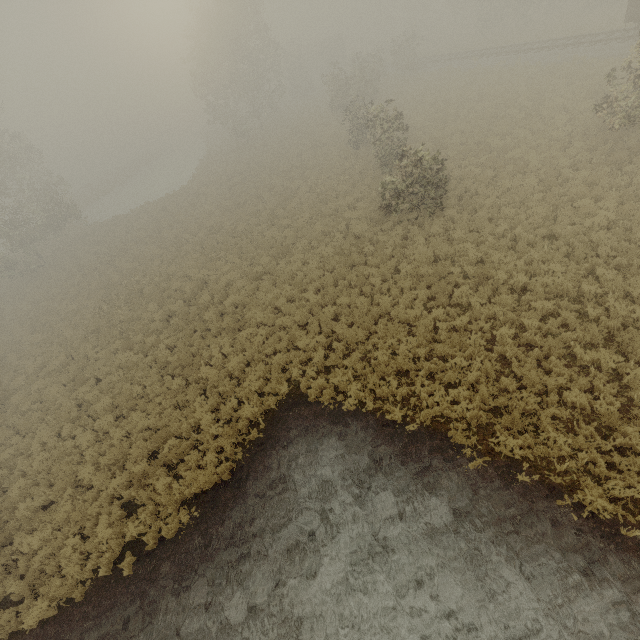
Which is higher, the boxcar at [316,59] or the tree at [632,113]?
the boxcar at [316,59]

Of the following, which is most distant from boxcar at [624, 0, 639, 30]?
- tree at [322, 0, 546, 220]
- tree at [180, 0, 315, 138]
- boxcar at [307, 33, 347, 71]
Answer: boxcar at [307, 33, 347, 71]

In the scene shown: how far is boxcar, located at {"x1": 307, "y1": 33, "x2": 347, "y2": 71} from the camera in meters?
53.9 m

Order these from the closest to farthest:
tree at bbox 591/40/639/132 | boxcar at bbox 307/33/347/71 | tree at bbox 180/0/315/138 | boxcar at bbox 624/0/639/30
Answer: tree at bbox 591/40/639/132 → boxcar at bbox 624/0/639/30 → tree at bbox 180/0/315/138 → boxcar at bbox 307/33/347/71

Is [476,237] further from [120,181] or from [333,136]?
[120,181]

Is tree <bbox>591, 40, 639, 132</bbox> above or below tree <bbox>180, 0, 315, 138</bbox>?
below

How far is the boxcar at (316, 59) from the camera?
53.9m

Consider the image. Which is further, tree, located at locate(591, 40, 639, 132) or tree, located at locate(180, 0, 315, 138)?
tree, located at locate(180, 0, 315, 138)
